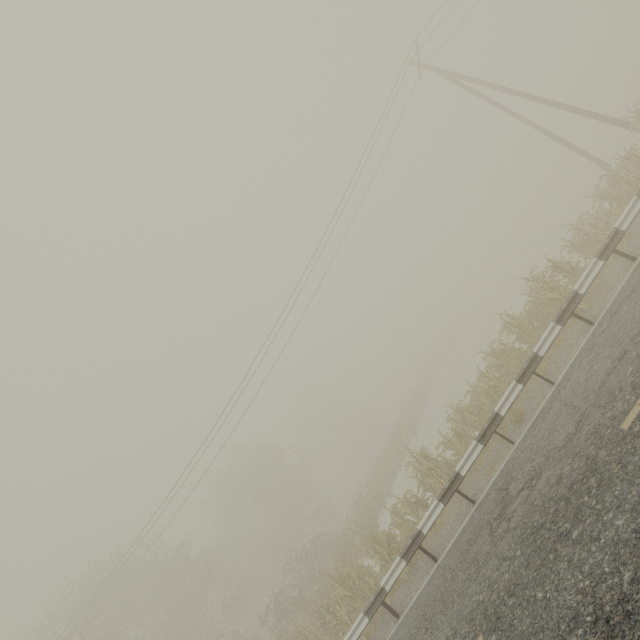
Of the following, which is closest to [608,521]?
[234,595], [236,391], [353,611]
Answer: [353,611]
